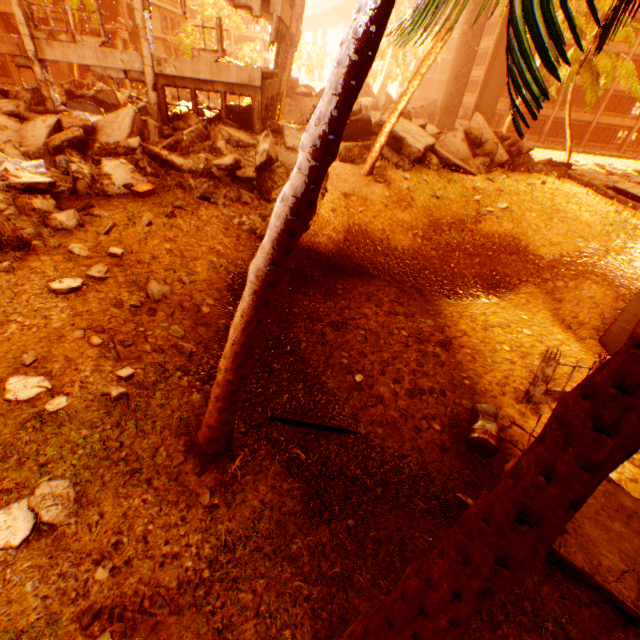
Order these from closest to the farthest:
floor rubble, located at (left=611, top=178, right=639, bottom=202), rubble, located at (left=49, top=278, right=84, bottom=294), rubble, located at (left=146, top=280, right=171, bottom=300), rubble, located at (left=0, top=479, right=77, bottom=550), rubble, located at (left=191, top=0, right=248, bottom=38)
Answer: rubble, located at (left=0, top=479, right=77, bottom=550) < rubble, located at (left=49, top=278, right=84, bottom=294) < rubble, located at (left=146, top=280, right=171, bottom=300) < floor rubble, located at (left=611, top=178, right=639, bottom=202) < rubble, located at (left=191, top=0, right=248, bottom=38)

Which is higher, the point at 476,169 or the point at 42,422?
the point at 476,169

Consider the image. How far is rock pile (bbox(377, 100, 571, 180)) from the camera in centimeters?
1465cm

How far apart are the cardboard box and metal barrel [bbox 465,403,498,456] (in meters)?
10.23

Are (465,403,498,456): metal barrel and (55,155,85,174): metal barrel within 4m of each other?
no

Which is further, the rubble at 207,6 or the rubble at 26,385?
the rubble at 207,6

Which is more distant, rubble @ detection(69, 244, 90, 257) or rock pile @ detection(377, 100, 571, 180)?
rock pile @ detection(377, 100, 571, 180)

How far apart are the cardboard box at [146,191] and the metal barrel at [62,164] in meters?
1.9 m
